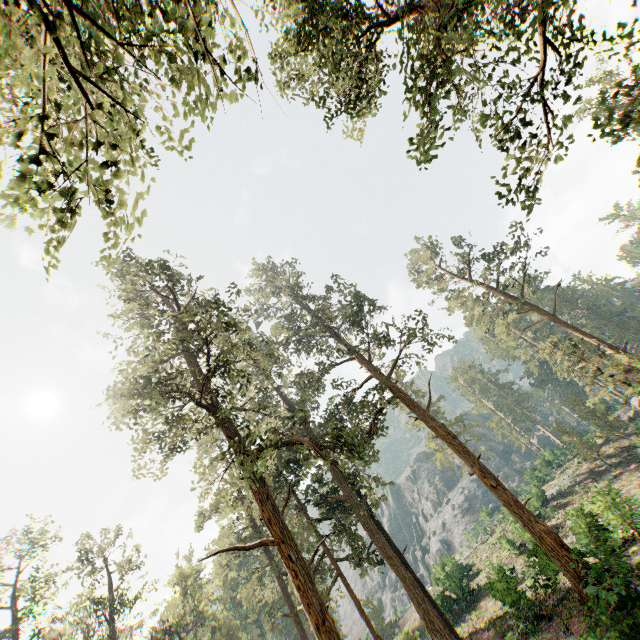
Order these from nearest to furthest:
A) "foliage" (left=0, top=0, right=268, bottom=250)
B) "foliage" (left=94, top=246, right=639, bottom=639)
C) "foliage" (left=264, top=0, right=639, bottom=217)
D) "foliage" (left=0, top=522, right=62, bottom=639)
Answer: "foliage" (left=0, top=0, right=268, bottom=250), "foliage" (left=264, top=0, right=639, bottom=217), "foliage" (left=94, top=246, right=639, bottom=639), "foliage" (left=0, top=522, right=62, bottom=639)

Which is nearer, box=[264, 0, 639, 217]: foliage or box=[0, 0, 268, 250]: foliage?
box=[0, 0, 268, 250]: foliage

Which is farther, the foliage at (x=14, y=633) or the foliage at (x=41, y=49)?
the foliage at (x=14, y=633)

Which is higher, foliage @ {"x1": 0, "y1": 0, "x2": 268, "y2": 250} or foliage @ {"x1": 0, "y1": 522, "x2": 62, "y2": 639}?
foliage @ {"x1": 0, "y1": 522, "x2": 62, "y2": 639}

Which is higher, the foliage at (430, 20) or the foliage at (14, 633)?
the foliage at (14, 633)

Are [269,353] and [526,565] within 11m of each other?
no
